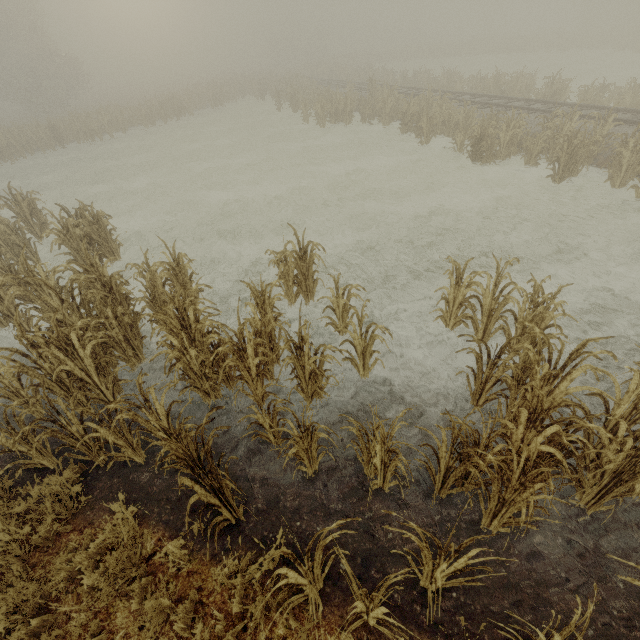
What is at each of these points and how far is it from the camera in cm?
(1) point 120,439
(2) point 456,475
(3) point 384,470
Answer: (1) tree, 418
(2) tree, 343
(3) tree, 377

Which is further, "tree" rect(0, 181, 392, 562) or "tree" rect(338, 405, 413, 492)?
"tree" rect(0, 181, 392, 562)

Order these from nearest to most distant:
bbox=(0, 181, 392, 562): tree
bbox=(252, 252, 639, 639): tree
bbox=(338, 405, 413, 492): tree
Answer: bbox=(252, 252, 639, 639): tree → bbox=(338, 405, 413, 492): tree → bbox=(0, 181, 392, 562): tree

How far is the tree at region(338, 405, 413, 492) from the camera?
3.3 meters

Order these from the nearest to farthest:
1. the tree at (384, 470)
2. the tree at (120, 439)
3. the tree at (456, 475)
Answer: the tree at (456, 475) < the tree at (384, 470) < the tree at (120, 439)

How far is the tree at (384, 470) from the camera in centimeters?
327cm
